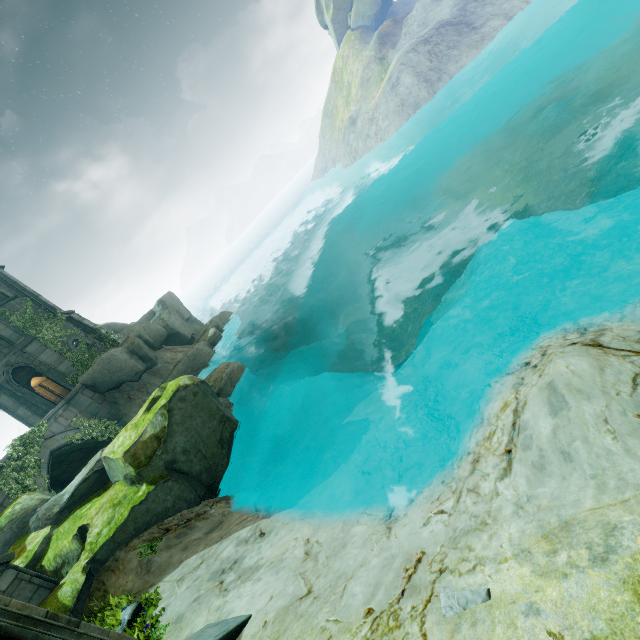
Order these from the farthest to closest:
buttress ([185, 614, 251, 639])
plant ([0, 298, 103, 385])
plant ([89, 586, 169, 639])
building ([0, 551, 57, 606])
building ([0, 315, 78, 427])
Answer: plant ([0, 298, 103, 385])
building ([0, 315, 78, 427])
building ([0, 551, 57, 606])
plant ([89, 586, 169, 639])
buttress ([185, 614, 251, 639])

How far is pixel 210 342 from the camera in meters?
23.8

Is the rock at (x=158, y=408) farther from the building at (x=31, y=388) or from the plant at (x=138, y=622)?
the building at (x=31, y=388)

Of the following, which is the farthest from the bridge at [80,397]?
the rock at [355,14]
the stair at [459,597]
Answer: the rock at [355,14]

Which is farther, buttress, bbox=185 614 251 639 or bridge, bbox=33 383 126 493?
bridge, bbox=33 383 126 493

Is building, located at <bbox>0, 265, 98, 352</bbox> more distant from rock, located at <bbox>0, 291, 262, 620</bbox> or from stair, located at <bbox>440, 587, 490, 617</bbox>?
stair, located at <bbox>440, 587, 490, 617</bbox>

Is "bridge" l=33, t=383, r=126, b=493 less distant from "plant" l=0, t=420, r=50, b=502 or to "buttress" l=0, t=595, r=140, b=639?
"plant" l=0, t=420, r=50, b=502

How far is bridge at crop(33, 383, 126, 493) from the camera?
14.6m
